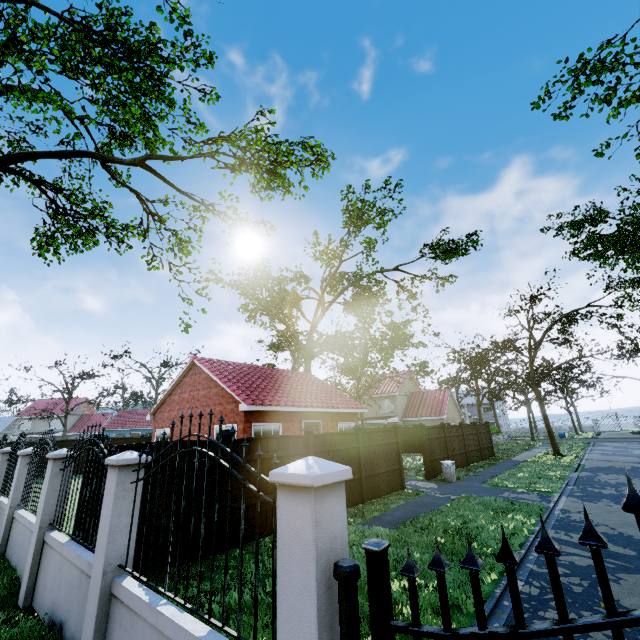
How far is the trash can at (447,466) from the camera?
15.1m

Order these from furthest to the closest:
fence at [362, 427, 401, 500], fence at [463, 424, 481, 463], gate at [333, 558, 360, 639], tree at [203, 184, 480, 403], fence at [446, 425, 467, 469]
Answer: tree at [203, 184, 480, 403] → fence at [463, 424, 481, 463] → fence at [446, 425, 467, 469] → fence at [362, 427, 401, 500] → gate at [333, 558, 360, 639]

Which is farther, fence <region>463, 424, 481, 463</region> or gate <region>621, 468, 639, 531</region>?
fence <region>463, 424, 481, 463</region>

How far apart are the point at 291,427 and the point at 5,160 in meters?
18.7

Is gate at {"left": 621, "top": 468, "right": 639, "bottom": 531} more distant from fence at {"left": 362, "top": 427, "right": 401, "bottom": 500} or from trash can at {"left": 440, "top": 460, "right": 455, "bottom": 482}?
trash can at {"left": 440, "top": 460, "right": 455, "bottom": 482}

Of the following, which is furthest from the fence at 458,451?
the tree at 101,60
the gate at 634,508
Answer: the tree at 101,60

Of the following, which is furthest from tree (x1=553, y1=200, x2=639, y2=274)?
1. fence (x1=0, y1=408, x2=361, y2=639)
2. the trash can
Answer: the trash can

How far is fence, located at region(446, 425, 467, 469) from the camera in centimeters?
1839cm
